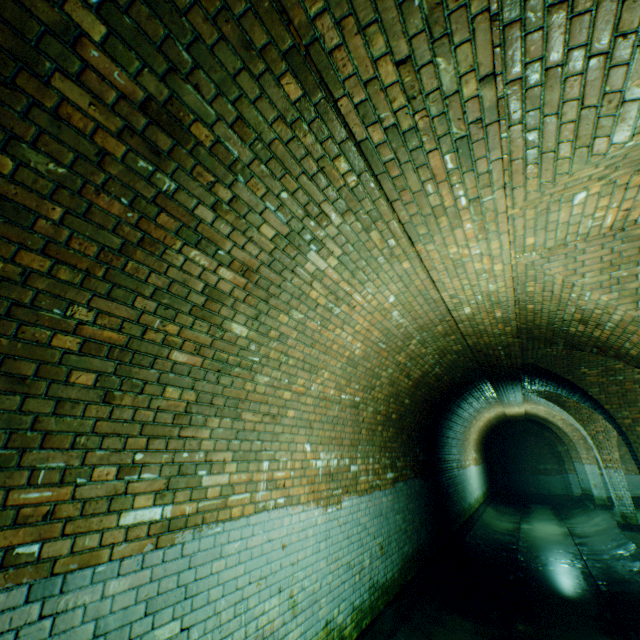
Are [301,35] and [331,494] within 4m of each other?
no

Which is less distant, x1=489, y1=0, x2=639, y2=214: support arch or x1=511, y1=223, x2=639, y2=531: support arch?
x1=489, y1=0, x2=639, y2=214: support arch

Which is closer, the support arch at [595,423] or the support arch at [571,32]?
the support arch at [571,32]

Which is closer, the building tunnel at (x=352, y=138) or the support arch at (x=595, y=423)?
the building tunnel at (x=352, y=138)

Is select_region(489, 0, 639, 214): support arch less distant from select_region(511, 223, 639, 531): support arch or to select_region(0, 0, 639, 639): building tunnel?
select_region(0, 0, 639, 639): building tunnel

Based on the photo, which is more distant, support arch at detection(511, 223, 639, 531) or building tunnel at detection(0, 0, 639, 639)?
support arch at detection(511, 223, 639, 531)

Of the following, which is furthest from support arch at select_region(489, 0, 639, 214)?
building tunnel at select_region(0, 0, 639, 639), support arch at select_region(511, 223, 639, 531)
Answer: support arch at select_region(511, 223, 639, 531)
